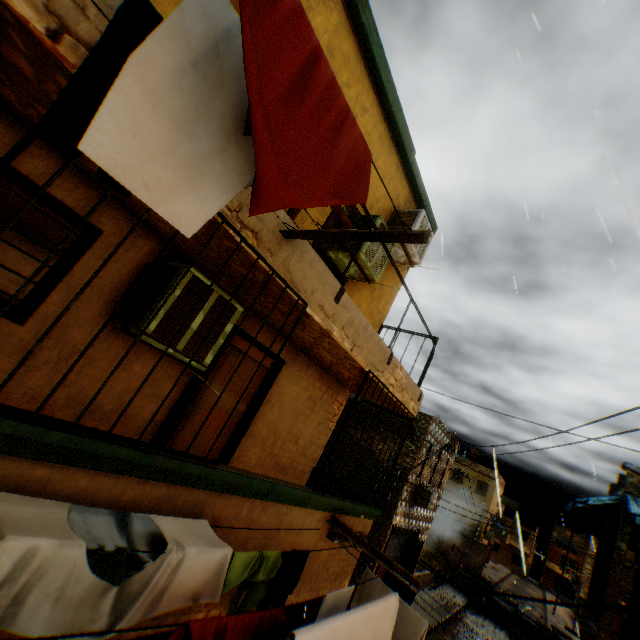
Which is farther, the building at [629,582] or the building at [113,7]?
the building at [629,582]

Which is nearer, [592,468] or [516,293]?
[516,293]

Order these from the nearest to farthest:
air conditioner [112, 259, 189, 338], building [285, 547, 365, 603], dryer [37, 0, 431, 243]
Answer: dryer [37, 0, 431, 243] < air conditioner [112, 259, 189, 338] < building [285, 547, 365, 603]

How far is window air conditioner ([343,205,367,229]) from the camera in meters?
5.3

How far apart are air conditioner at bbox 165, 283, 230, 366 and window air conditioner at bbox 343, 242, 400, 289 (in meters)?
2.14

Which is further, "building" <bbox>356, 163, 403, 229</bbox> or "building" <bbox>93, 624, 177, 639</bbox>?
"building" <bbox>356, 163, 403, 229</bbox>

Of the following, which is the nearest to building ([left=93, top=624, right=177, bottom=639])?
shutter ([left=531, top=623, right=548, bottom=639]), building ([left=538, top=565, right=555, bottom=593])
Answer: → shutter ([left=531, top=623, right=548, bottom=639])

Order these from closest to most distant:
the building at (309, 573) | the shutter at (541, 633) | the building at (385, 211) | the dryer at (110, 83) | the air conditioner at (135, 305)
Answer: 1. the dryer at (110, 83)
2. the air conditioner at (135, 305)
3. the building at (309, 573)
4. the building at (385, 211)
5. the shutter at (541, 633)
